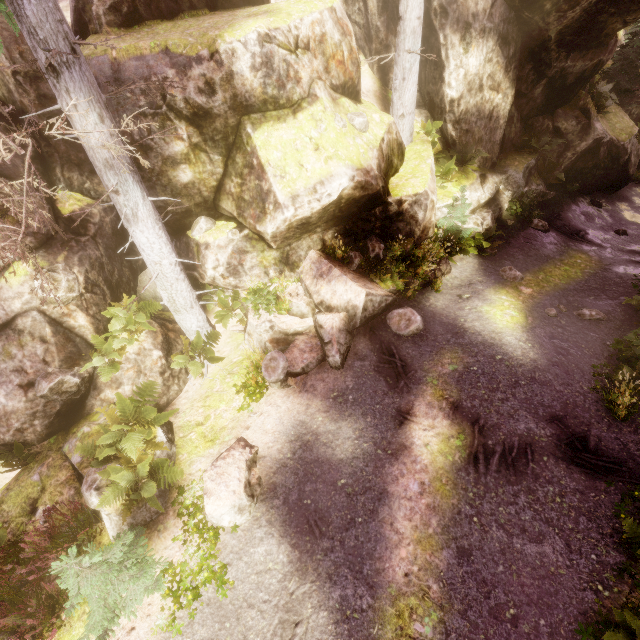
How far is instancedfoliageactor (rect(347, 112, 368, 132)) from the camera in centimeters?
888cm

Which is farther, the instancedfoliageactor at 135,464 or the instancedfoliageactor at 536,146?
the instancedfoliageactor at 536,146

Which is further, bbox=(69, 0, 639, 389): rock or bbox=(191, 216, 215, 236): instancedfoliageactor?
bbox=(191, 216, 215, 236): instancedfoliageactor

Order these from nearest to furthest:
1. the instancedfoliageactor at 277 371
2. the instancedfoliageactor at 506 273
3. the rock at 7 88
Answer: the rock at 7 88, the instancedfoliageactor at 277 371, the instancedfoliageactor at 506 273

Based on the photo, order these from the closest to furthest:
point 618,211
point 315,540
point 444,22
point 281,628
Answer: point 281,628
point 315,540
point 444,22
point 618,211

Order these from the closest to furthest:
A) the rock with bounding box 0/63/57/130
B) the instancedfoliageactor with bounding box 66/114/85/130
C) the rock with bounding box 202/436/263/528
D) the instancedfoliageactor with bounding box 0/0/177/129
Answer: the instancedfoliageactor with bounding box 0/0/177/129
the instancedfoliageactor with bounding box 66/114/85/130
the rock with bounding box 202/436/263/528
the rock with bounding box 0/63/57/130

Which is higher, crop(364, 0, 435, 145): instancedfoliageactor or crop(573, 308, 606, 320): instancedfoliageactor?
crop(364, 0, 435, 145): instancedfoliageactor
